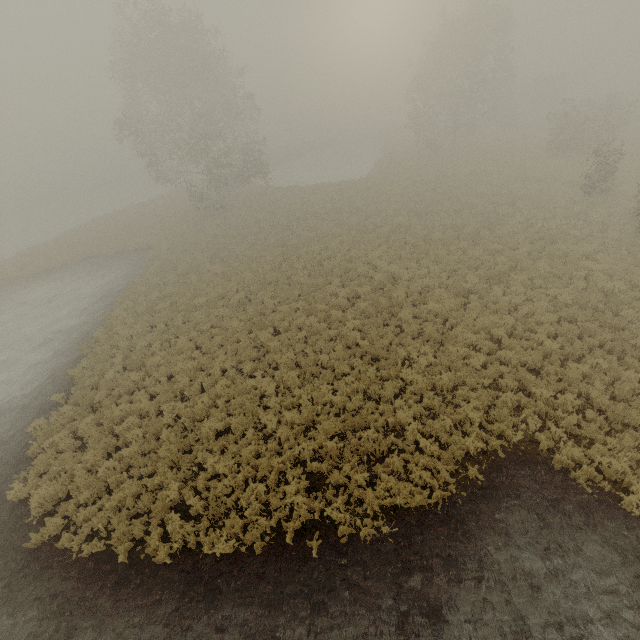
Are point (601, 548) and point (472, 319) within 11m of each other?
yes

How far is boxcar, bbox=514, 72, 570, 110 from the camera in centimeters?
4984cm

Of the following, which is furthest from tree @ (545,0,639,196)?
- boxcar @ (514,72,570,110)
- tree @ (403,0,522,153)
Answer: boxcar @ (514,72,570,110)

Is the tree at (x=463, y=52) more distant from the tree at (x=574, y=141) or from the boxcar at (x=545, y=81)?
the boxcar at (x=545, y=81)

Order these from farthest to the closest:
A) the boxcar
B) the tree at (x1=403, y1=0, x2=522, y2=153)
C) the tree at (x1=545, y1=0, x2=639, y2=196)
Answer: the boxcar
the tree at (x1=403, y1=0, x2=522, y2=153)
the tree at (x1=545, y1=0, x2=639, y2=196)

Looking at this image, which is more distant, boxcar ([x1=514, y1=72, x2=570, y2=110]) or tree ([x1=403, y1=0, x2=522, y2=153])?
boxcar ([x1=514, y1=72, x2=570, y2=110])

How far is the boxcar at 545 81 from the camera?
49.8m
